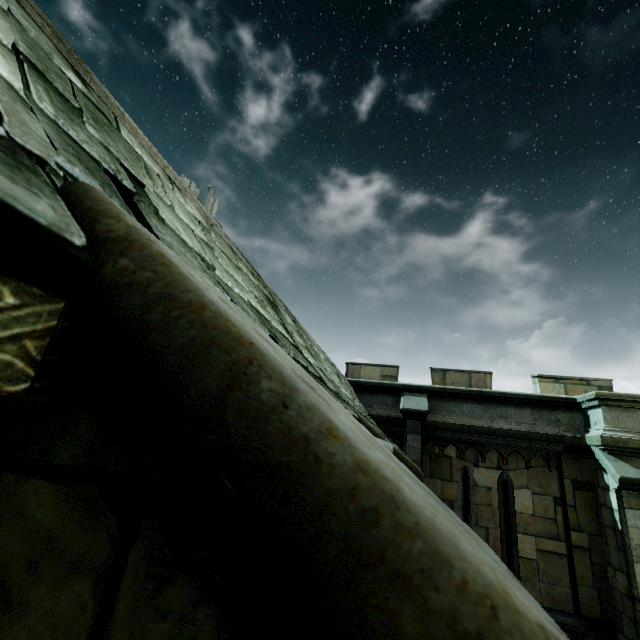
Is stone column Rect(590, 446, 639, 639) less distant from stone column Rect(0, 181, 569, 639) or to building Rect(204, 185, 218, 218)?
stone column Rect(0, 181, 569, 639)

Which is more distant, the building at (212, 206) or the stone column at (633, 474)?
the building at (212, 206)

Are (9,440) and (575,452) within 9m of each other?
no

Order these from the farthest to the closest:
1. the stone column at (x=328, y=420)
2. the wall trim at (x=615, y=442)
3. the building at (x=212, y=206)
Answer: the building at (x=212, y=206), the wall trim at (x=615, y=442), the stone column at (x=328, y=420)

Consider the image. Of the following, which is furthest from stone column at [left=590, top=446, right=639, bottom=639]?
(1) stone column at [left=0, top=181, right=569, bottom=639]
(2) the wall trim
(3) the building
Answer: (3) the building

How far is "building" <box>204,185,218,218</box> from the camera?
37.2 meters

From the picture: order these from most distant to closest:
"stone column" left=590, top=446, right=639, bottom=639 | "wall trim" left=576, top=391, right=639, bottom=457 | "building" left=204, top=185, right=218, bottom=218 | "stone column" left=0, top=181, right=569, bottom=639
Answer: "building" left=204, top=185, right=218, bottom=218, "wall trim" left=576, top=391, right=639, bottom=457, "stone column" left=590, top=446, right=639, bottom=639, "stone column" left=0, top=181, right=569, bottom=639

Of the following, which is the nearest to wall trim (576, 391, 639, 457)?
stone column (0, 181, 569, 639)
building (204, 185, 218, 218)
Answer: stone column (0, 181, 569, 639)
